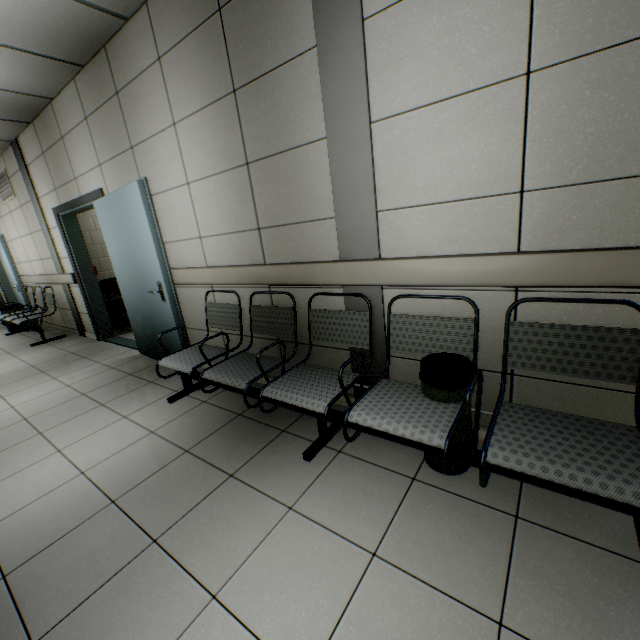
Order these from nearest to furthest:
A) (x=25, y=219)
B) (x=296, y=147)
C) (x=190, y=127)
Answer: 1. (x=296, y=147)
2. (x=190, y=127)
3. (x=25, y=219)

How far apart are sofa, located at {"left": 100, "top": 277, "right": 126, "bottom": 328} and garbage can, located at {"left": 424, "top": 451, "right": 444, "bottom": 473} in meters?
5.5

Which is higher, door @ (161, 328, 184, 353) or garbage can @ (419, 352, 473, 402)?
garbage can @ (419, 352, 473, 402)

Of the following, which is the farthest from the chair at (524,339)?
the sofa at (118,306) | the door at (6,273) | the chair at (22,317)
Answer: the door at (6,273)

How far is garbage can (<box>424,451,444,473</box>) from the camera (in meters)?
1.81

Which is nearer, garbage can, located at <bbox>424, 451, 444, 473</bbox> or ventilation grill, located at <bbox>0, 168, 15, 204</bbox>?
garbage can, located at <bbox>424, 451, 444, 473</bbox>

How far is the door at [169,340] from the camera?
3.5 meters

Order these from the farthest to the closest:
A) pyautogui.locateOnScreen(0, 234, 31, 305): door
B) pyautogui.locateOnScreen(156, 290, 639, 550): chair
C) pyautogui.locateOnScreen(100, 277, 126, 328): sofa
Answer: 1. pyautogui.locateOnScreen(0, 234, 31, 305): door
2. pyautogui.locateOnScreen(100, 277, 126, 328): sofa
3. pyautogui.locateOnScreen(156, 290, 639, 550): chair
